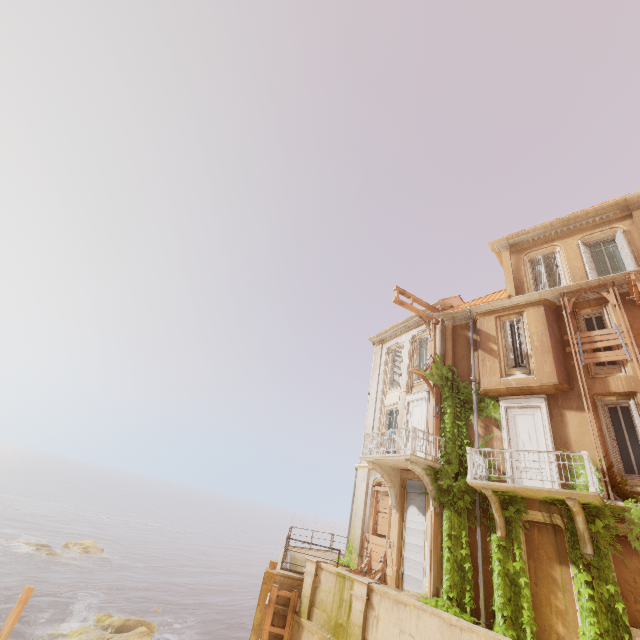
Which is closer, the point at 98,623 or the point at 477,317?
the point at 477,317

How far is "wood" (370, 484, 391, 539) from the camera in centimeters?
1517cm

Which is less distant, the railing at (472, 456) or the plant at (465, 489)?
the railing at (472, 456)

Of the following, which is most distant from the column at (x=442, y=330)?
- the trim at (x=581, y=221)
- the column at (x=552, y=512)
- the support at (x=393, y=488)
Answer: the trim at (x=581, y=221)

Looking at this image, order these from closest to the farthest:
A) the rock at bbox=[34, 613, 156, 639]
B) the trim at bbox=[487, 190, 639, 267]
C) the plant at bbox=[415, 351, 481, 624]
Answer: the plant at bbox=[415, 351, 481, 624] → the trim at bbox=[487, 190, 639, 267] → the rock at bbox=[34, 613, 156, 639]

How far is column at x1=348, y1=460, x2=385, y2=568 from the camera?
15.8m

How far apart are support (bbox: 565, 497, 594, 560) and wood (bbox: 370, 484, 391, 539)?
7.4m

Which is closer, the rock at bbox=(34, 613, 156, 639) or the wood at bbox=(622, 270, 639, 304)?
the wood at bbox=(622, 270, 639, 304)
